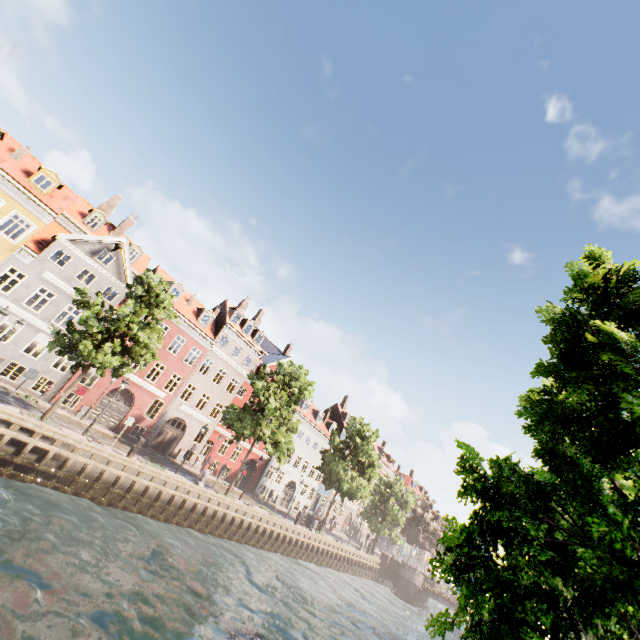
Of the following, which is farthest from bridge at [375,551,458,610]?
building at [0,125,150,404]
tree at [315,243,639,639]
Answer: building at [0,125,150,404]

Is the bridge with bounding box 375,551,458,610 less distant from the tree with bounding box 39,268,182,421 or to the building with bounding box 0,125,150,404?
the tree with bounding box 39,268,182,421

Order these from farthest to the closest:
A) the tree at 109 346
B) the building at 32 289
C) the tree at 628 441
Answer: the building at 32 289
the tree at 109 346
the tree at 628 441

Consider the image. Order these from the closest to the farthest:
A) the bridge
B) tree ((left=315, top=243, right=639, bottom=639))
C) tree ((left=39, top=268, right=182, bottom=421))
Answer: tree ((left=315, top=243, right=639, bottom=639)) < tree ((left=39, top=268, right=182, bottom=421)) < the bridge

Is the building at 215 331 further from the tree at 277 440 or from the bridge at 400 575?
the bridge at 400 575

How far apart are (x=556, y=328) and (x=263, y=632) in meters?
16.7 m

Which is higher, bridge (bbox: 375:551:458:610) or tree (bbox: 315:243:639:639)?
tree (bbox: 315:243:639:639)
